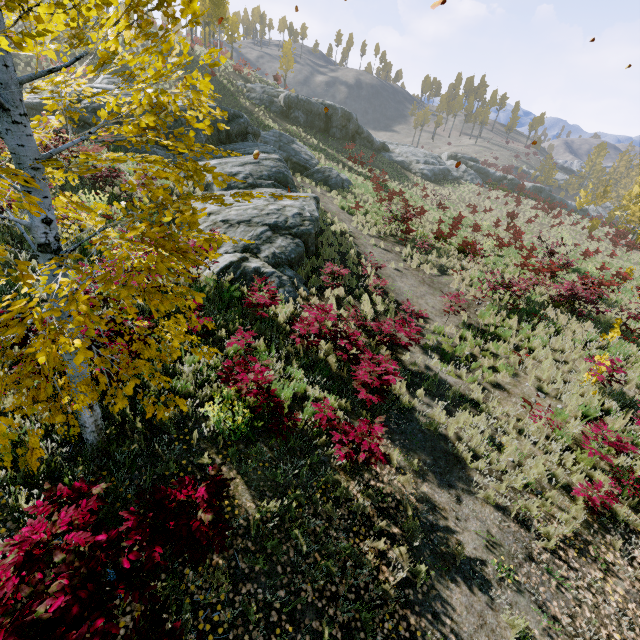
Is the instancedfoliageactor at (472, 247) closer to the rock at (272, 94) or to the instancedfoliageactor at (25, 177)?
the instancedfoliageactor at (25, 177)

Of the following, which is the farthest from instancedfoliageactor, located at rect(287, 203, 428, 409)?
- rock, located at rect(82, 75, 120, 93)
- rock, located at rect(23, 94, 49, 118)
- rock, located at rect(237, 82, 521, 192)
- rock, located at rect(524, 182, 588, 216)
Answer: rock, located at rect(237, 82, 521, 192)

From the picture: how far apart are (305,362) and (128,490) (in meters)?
4.31

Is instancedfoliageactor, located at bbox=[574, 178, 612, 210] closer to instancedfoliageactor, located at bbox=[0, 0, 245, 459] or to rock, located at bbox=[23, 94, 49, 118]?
instancedfoliageactor, located at bbox=[0, 0, 245, 459]

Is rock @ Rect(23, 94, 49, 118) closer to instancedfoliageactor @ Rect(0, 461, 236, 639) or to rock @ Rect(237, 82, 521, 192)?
rock @ Rect(237, 82, 521, 192)

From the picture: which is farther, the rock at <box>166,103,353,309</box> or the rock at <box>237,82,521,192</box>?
the rock at <box>237,82,521,192</box>

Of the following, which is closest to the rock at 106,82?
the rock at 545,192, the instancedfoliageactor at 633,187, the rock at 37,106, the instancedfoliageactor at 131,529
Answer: the rock at 37,106

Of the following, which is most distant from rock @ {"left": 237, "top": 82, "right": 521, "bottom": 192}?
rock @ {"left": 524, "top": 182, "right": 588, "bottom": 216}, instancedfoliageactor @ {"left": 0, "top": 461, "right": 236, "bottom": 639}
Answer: instancedfoliageactor @ {"left": 0, "top": 461, "right": 236, "bottom": 639}
